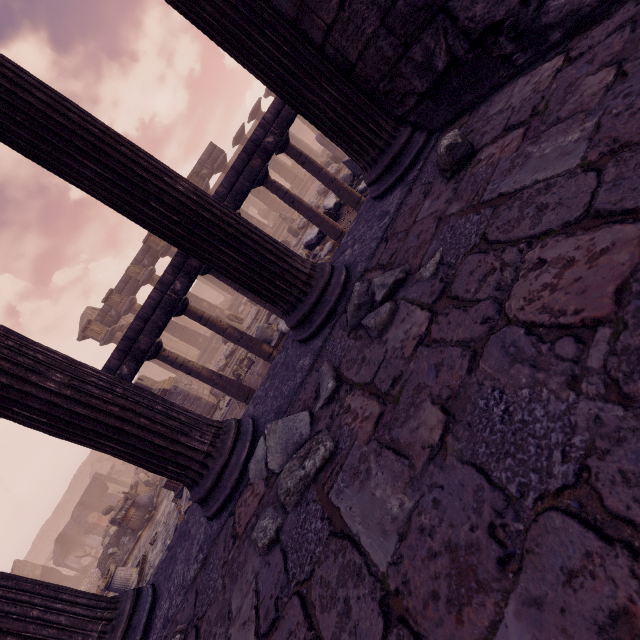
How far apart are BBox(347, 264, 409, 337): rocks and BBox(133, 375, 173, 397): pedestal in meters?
12.7

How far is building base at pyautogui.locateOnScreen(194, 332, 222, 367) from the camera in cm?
2173

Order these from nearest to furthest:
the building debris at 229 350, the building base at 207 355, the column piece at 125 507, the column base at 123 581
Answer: the column base at 123 581
the column piece at 125 507
the building debris at 229 350
the building base at 207 355

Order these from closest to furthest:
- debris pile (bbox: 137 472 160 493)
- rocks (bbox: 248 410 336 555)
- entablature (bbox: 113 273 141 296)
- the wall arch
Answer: rocks (bbox: 248 410 336 555), debris pile (bbox: 137 472 160 493), entablature (bbox: 113 273 141 296), the wall arch

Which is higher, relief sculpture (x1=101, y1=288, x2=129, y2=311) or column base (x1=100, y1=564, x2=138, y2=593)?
relief sculpture (x1=101, y1=288, x2=129, y2=311)

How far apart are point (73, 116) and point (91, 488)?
28.43m

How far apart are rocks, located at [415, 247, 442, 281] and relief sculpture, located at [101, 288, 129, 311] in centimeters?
2236cm

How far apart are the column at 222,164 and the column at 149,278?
7.61m
